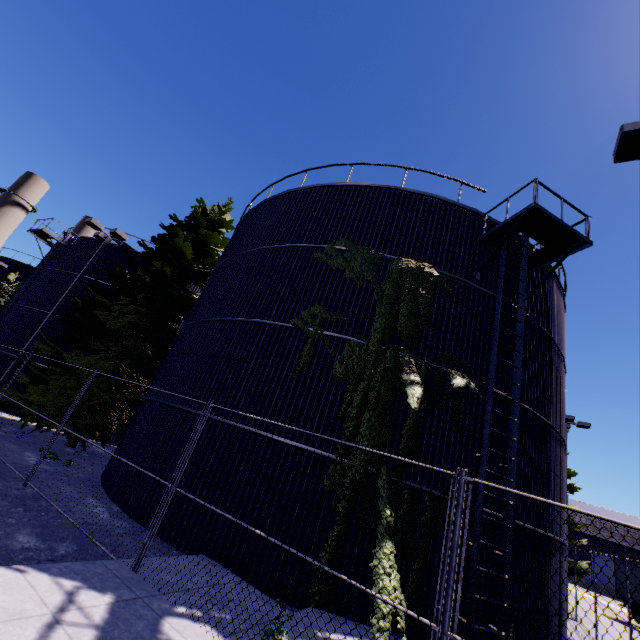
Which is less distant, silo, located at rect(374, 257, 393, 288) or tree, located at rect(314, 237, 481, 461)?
tree, located at rect(314, 237, 481, 461)

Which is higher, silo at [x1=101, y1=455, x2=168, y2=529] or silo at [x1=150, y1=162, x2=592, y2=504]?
silo at [x1=150, y1=162, x2=592, y2=504]

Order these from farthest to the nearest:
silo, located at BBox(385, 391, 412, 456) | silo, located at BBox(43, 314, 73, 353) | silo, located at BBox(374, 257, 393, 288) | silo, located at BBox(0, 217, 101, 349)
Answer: silo, located at BBox(0, 217, 101, 349), silo, located at BBox(43, 314, 73, 353), silo, located at BBox(374, 257, 393, 288), silo, located at BBox(385, 391, 412, 456)

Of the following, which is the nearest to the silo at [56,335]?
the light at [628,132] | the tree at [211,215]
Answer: the tree at [211,215]

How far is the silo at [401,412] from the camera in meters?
7.9 m

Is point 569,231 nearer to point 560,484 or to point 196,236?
point 560,484

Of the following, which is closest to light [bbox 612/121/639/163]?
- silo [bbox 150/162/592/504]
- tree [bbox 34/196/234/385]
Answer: tree [bbox 34/196/234/385]
